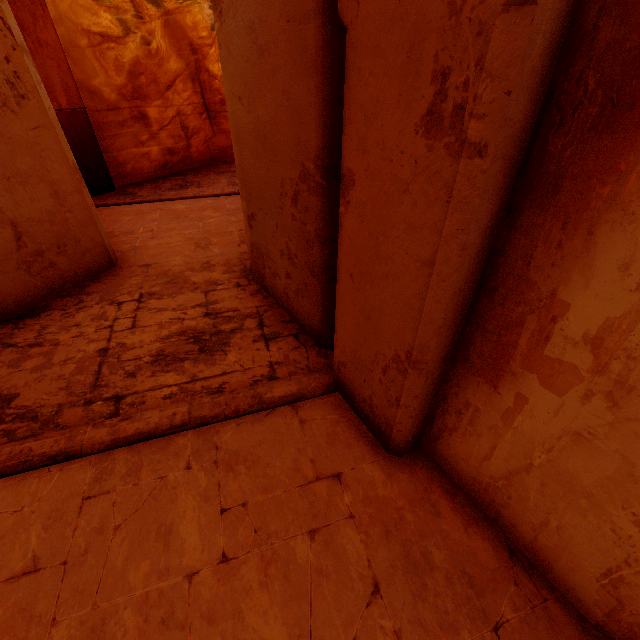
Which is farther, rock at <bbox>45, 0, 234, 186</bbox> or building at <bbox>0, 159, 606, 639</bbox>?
rock at <bbox>45, 0, 234, 186</bbox>

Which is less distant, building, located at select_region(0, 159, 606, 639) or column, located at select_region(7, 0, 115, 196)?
building, located at select_region(0, 159, 606, 639)

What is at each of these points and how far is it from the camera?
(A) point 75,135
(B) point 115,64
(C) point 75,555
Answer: (A) column, 7.61m
(B) rock, 7.96m
(C) building, 2.20m

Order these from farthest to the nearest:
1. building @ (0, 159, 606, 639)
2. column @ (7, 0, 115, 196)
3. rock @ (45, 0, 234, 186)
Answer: rock @ (45, 0, 234, 186) → column @ (7, 0, 115, 196) → building @ (0, 159, 606, 639)

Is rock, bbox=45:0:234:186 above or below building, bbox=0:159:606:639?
above

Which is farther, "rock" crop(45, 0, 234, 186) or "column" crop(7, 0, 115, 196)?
"rock" crop(45, 0, 234, 186)

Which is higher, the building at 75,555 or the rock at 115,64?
the rock at 115,64

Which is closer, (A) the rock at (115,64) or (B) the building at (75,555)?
(B) the building at (75,555)
